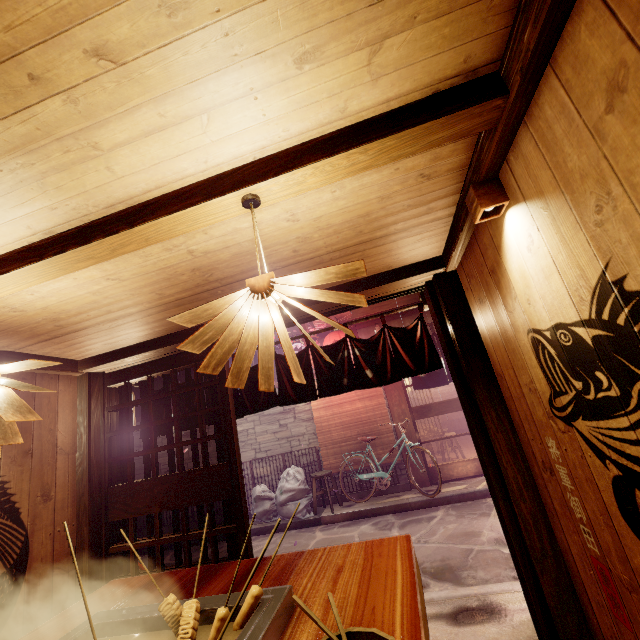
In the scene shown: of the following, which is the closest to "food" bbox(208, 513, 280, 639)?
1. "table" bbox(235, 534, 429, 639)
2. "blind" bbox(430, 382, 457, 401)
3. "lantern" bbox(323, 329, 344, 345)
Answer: "table" bbox(235, 534, 429, 639)

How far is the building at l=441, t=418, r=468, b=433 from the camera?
25.6 meters

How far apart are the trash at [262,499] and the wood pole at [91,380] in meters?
7.8

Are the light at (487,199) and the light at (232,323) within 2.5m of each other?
yes

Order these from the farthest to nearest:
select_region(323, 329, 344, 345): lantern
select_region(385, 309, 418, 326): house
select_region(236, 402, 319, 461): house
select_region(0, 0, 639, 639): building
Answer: select_region(385, 309, 418, 326): house
select_region(236, 402, 319, 461): house
select_region(323, 329, 344, 345): lantern
select_region(0, 0, 639, 639): building

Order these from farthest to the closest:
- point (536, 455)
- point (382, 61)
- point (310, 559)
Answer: point (536, 455)
point (310, 559)
point (382, 61)

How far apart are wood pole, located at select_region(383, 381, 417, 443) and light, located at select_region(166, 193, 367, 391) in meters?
12.4 m

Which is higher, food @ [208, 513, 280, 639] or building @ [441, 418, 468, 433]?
food @ [208, 513, 280, 639]
